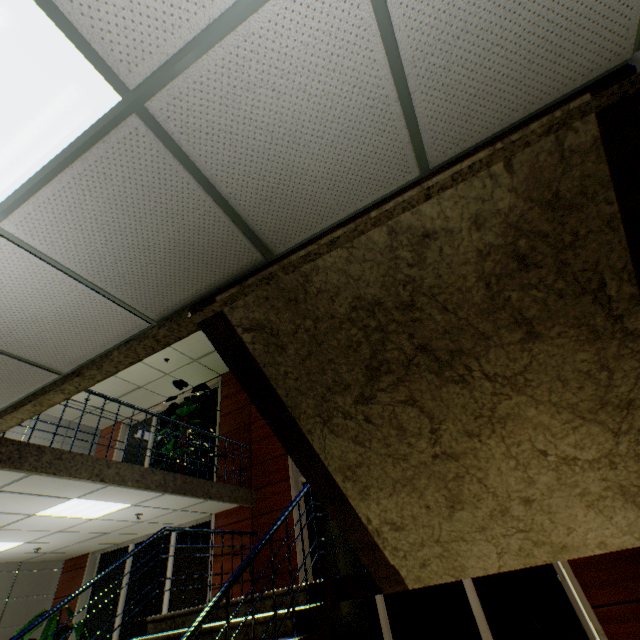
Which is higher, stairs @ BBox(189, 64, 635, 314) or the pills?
the pills

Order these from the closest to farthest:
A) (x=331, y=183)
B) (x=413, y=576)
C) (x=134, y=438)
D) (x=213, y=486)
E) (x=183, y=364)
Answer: (x=331, y=183) < (x=413, y=576) < (x=213, y=486) < (x=183, y=364) < (x=134, y=438)

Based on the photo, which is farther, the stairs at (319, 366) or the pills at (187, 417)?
the pills at (187, 417)

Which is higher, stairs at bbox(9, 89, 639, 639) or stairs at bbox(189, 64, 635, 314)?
stairs at bbox(189, 64, 635, 314)

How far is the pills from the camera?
7.0 meters

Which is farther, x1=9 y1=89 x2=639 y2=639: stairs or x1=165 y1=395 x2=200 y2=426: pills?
x1=165 y1=395 x2=200 y2=426: pills
